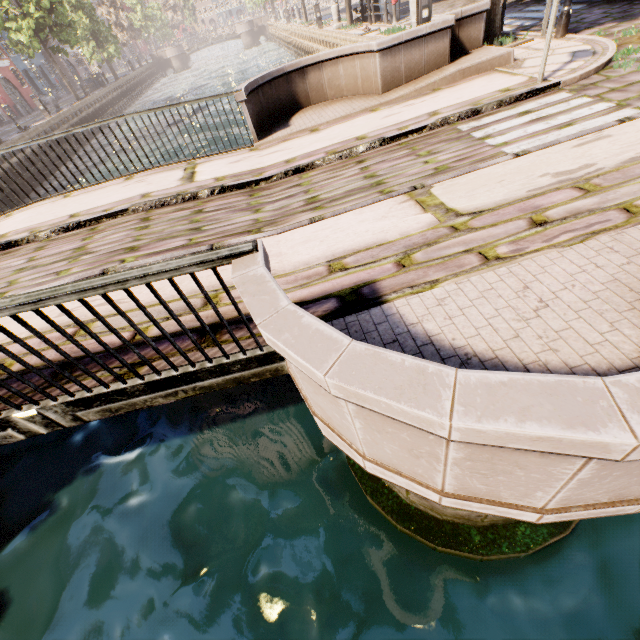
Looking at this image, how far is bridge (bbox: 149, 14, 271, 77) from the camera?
52.9m

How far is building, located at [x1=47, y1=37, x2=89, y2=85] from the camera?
43.4 meters

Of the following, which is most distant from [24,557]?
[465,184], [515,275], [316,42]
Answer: [316,42]

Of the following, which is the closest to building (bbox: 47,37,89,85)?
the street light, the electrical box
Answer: the electrical box

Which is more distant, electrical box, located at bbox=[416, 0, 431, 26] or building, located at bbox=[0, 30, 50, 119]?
building, located at bbox=[0, 30, 50, 119]

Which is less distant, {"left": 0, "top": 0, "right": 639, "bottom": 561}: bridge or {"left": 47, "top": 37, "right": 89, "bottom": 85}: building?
{"left": 0, "top": 0, "right": 639, "bottom": 561}: bridge

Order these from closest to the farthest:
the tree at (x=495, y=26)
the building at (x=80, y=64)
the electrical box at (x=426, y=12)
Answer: the tree at (x=495, y=26) < the electrical box at (x=426, y=12) < the building at (x=80, y=64)

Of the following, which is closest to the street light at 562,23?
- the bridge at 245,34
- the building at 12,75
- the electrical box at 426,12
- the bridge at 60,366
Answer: the bridge at 60,366
